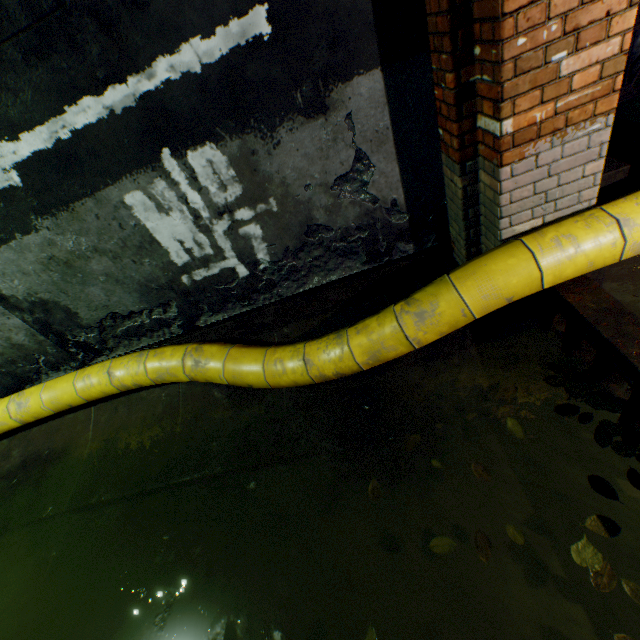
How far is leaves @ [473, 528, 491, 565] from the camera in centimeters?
180cm

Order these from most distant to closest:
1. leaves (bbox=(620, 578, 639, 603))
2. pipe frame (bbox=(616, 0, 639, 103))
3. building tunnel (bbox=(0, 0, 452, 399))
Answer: pipe frame (bbox=(616, 0, 639, 103))
building tunnel (bbox=(0, 0, 452, 399))
leaves (bbox=(620, 578, 639, 603))

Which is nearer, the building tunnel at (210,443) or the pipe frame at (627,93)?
the building tunnel at (210,443)

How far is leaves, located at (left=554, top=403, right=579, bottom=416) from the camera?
2.1m

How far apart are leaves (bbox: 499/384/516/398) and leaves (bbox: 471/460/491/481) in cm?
58

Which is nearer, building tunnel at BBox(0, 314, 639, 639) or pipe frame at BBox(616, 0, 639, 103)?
building tunnel at BBox(0, 314, 639, 639)

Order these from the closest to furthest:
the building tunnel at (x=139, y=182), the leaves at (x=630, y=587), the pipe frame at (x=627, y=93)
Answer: the leaves at (x=630, y=587), the building tunnel at (x=139, y=182), the pipe frame at (x=627, y=93)

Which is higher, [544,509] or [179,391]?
[179,391]
